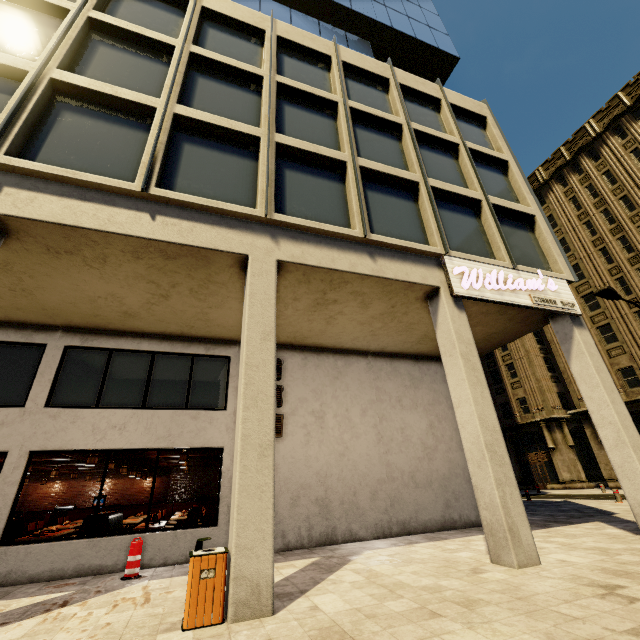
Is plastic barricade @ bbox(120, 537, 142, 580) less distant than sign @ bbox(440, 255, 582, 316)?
Yes

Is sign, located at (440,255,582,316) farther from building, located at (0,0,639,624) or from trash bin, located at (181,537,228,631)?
trash bin, located at (181,537,228,631)

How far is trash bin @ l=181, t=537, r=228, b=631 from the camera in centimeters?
411cm

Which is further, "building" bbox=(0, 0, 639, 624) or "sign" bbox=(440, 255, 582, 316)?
"sign" bbox=(440, 255, 582, 316)

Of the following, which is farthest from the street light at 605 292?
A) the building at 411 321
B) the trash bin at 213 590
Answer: the trash bin at 213 590

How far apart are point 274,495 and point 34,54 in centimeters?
1118cm

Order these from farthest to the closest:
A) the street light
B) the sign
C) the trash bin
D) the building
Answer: the street light
the sign
the building
the trash bin

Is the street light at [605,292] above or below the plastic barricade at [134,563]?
above
